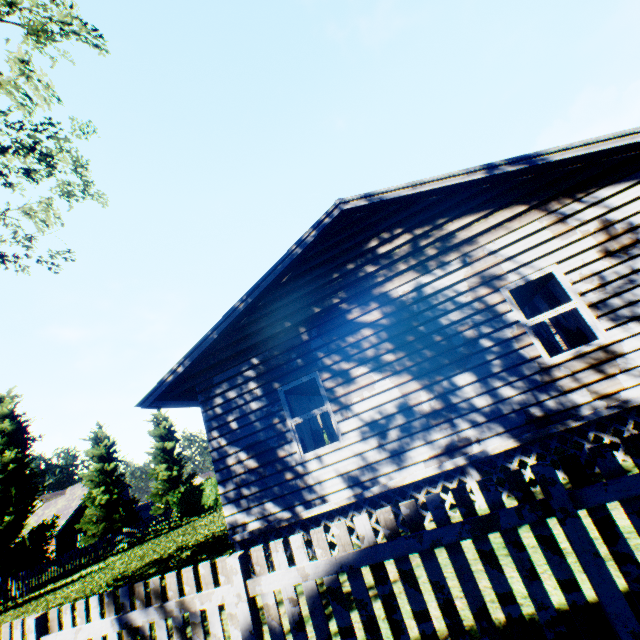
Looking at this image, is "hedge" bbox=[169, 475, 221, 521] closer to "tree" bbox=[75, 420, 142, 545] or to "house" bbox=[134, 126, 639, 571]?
"house" bbox=[134, 126, 639, 571]

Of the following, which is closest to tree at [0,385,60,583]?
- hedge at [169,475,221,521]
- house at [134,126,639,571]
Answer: hedge at [169,475,221,521]

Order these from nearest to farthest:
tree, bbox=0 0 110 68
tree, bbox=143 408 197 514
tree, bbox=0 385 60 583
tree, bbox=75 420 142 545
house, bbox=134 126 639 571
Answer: house, bbox=134 126 639 571
tree, bbox=0 0 110 68
tree, bbox=0 385 60 583
tree, bbox=75 420 142 545
tree, bbox=143 408 197 514

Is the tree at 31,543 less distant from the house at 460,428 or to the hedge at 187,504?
the hedge at 187,504

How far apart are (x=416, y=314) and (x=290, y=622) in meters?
5.2 m

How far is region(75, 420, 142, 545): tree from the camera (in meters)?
26.80

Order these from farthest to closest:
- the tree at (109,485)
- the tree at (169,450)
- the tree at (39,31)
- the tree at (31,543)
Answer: the tree at (169,450) < the tree at (109,485) < the tree at (31,543) < the tree at (39,31)

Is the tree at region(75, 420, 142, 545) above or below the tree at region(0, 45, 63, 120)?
below
